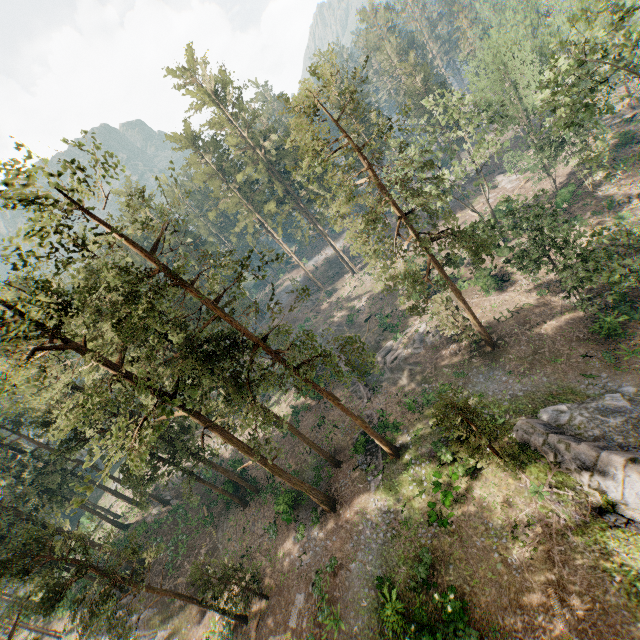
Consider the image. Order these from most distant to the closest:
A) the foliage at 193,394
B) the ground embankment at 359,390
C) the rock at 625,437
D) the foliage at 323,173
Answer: the ground embankment at 359,390, the foliage at 323,173, the rock at 625,437, the foliage at 193,394

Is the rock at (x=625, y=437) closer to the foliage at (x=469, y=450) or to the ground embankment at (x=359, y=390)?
the foliage at (x=469, y=450)

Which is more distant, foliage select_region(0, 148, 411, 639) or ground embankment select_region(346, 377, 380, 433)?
ground embankment select_region(346, 377, 380, 433)

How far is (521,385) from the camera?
26.2 meters

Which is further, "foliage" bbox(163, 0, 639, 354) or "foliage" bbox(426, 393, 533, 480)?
"foliage" bbox(163, 0, 639, 354)

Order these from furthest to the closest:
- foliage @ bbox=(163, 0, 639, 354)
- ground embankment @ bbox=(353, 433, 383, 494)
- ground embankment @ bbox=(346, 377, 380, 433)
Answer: ground embankment @ bbox=(346, 377, 380, 433) < ground embankment @ bbox=(353, 433, 383, 494) < foliage @ bbox=(163, 0, 639, 354)
